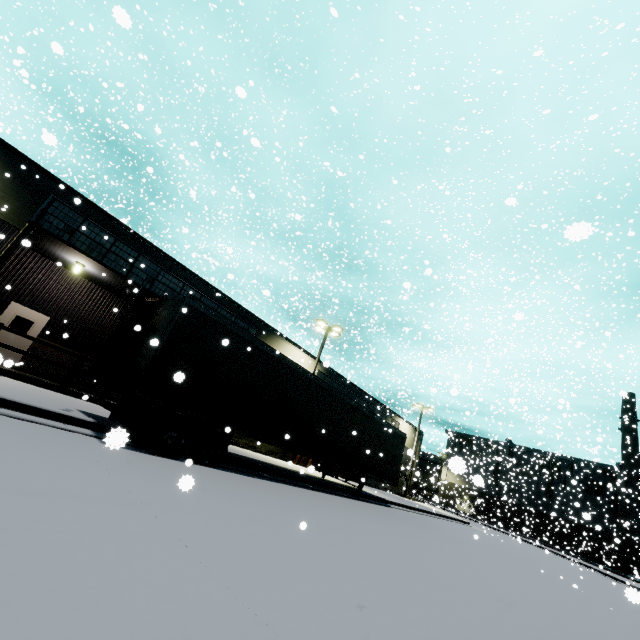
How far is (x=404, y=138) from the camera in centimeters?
3434cm

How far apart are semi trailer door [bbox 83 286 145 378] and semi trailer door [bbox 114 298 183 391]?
0.49m

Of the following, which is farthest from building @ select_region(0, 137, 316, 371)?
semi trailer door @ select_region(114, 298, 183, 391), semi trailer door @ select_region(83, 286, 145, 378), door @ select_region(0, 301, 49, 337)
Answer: semi trailer door @ select_region(114, 298, 183, 391)

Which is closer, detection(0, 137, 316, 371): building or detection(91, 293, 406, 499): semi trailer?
detection(91, 293, 406, 499): semi trailer

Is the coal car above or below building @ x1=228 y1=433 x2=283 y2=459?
above

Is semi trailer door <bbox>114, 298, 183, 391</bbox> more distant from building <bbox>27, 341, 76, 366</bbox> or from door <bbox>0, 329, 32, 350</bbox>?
door <bbox>0, 329, 32, 350</bbox>

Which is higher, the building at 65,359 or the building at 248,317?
the building at 248,317

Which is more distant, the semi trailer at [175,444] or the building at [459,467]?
the semi trailer at [175,444]
